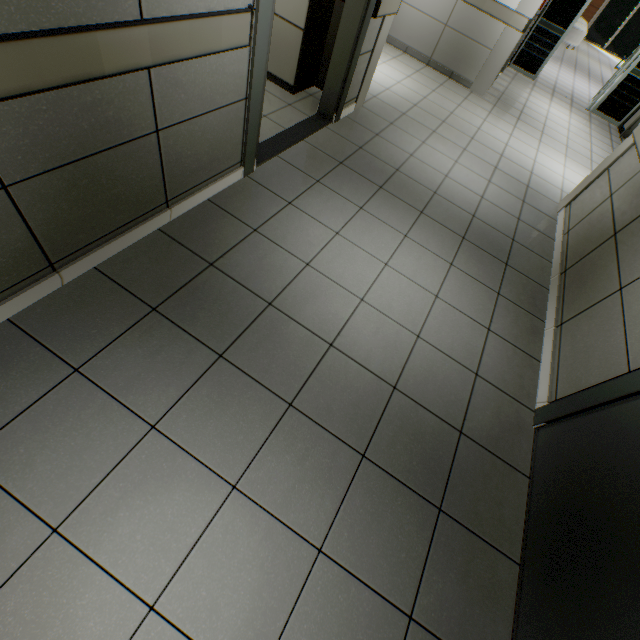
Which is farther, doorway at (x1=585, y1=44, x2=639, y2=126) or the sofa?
the sofa

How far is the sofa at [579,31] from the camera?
11.86m

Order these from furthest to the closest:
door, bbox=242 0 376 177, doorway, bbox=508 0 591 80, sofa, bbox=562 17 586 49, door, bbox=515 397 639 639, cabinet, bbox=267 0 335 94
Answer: sofa, bbox=562 17 586 49 → doorway, bbox=508 0 591 80 → cabinet, bbox=267 0 335 94 → door, bbox=242 0 376 177 → door, bbox=515 397 639 639

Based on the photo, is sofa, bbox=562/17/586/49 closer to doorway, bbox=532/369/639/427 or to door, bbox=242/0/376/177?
door, bbox=242/0/376/177

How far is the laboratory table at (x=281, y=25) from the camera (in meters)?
3.45

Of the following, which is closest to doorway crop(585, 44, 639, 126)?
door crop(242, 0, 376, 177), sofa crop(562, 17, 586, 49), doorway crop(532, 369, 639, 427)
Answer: sofa crop(562, 17, 586, 49)

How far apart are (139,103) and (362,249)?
1.78m

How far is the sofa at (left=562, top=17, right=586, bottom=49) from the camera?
11.86m
